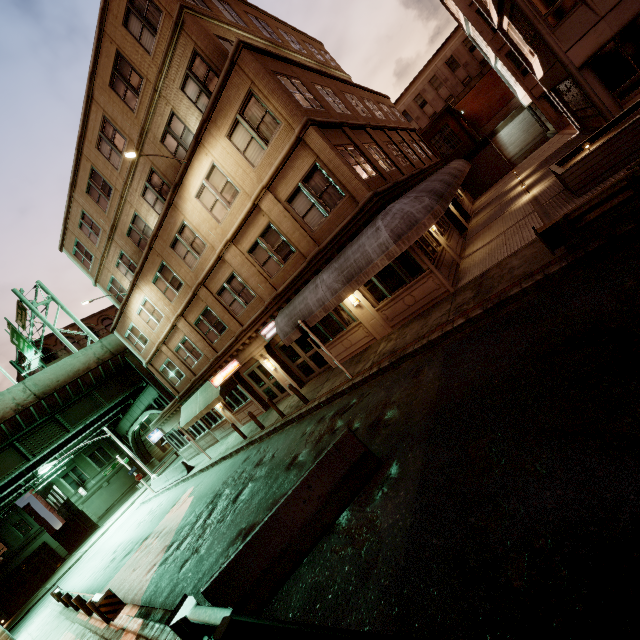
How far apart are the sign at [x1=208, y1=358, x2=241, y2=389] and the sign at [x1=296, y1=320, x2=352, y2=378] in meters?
7.8

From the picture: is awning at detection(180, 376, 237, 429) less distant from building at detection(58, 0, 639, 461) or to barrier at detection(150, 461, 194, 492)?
building at detection(58, 0, 639, 461)

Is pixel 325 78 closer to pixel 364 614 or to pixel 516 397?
pixel 516 397

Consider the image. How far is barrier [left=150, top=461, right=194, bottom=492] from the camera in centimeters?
2358cm

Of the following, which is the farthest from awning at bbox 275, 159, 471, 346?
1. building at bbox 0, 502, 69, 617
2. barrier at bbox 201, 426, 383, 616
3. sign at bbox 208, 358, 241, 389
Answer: building at bbox 0, 502, 69, 617

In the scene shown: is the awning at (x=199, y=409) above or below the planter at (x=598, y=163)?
above

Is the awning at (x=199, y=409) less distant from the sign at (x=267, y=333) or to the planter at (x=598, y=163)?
the sign at (x=267, y=333)

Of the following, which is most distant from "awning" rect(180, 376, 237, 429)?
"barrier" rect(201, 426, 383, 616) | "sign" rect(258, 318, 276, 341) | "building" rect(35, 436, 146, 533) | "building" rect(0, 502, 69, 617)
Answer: "building" rect(0, 502, 69, 617)
